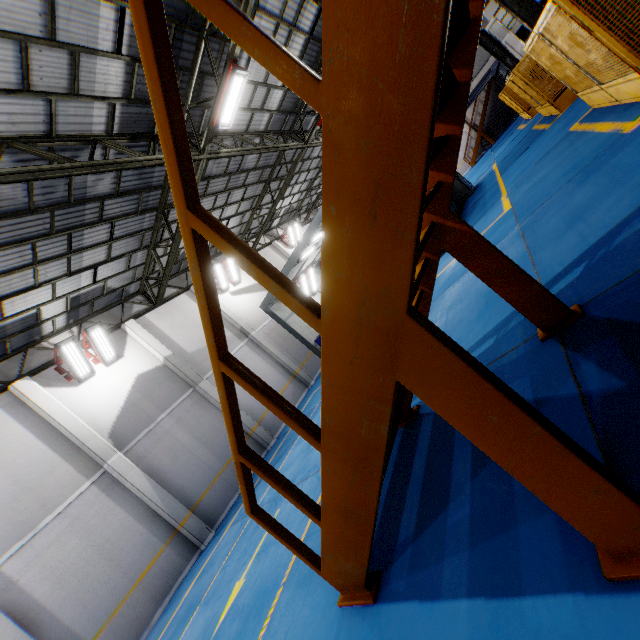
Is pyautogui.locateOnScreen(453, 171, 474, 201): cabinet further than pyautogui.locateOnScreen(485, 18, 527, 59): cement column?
No

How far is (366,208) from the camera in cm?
119

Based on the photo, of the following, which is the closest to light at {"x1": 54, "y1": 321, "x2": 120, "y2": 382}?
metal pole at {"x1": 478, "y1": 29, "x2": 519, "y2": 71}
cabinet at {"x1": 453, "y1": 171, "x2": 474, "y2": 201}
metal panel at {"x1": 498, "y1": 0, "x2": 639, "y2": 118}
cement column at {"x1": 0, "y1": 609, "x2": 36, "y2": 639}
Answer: cement column at {"x1": 0, "y1": 609, "x2": 36, "y2": 639}

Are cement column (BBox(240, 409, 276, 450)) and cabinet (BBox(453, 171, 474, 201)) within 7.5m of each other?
no

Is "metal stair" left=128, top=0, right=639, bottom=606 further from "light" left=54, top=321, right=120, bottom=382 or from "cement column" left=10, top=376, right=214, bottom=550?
"light" left=54, top=321, right=120, bottom=382

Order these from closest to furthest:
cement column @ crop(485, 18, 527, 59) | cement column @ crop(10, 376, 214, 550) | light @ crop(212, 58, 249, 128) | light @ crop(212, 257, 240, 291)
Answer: light @ crop(212, 58, 249, 128) → cement column @ crop(10, 376, 214, 550) → light @ crop(212, 257, 240, 291) → cement column @ crop(485, 18, 527, 59)

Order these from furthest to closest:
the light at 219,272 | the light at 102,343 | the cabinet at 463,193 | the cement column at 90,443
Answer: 1. the light at 219,272
2. the cabinet at 463,193
3. the light at 102,343
4. the cement column at 90,443

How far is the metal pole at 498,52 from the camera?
15.0 meters
